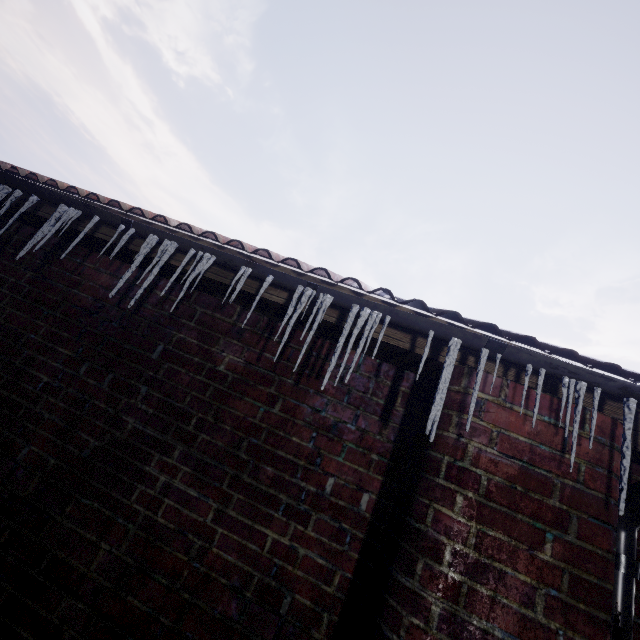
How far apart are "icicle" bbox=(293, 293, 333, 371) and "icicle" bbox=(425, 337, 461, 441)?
0.5m

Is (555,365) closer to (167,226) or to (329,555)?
(329,555)

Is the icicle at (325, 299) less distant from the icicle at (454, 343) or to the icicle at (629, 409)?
the icicle at (454, 343)

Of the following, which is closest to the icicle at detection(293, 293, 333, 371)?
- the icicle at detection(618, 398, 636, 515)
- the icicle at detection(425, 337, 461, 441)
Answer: the icicle at detection(425, 337, 461, 441)

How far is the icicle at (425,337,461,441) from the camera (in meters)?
1.02

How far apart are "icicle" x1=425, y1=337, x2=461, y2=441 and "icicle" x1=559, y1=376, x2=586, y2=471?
0.4 meters

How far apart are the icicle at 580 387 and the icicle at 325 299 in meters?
Answer: 0.9

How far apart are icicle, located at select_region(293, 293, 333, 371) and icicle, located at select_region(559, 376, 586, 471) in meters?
0.9
